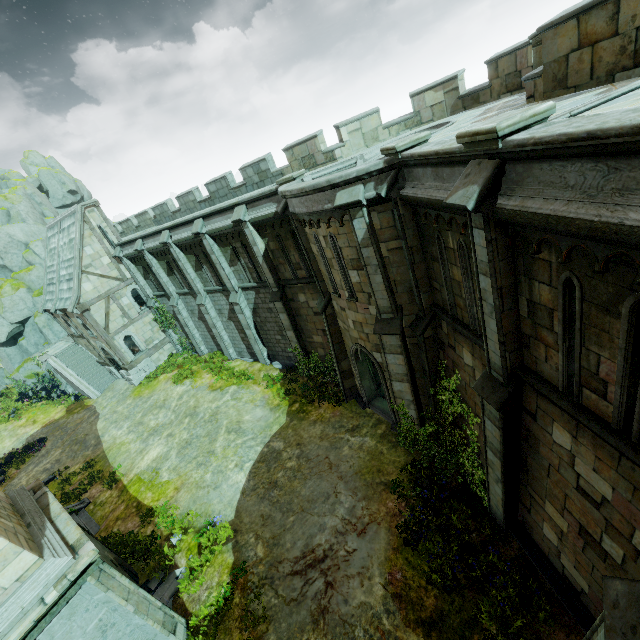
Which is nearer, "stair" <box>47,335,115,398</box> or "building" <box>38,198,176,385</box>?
"building" <box>38,198,176,385</box>

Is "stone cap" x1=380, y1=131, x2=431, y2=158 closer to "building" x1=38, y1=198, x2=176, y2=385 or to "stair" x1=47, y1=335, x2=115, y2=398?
"building" x1=38, y1=198, x2=176, y2=385

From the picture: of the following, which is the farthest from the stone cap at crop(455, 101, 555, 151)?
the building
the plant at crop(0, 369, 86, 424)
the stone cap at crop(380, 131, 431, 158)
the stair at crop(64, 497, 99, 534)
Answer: the plant at crop(0, 369, 86, 424)

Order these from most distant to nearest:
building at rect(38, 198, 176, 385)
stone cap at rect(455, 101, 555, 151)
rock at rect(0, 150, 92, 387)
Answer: rock at rect(0, 150, 92, 387) < building at rect(38, 198, 176, 385) < stone cap at rect(455, 101, 555, 151)

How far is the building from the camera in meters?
23.3 m

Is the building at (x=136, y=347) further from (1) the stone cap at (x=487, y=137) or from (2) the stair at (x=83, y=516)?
(1) the stone cap at (x=487, y=137)

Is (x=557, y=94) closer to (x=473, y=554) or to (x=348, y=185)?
(x=348, y=185)

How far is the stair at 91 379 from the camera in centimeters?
2755cm
